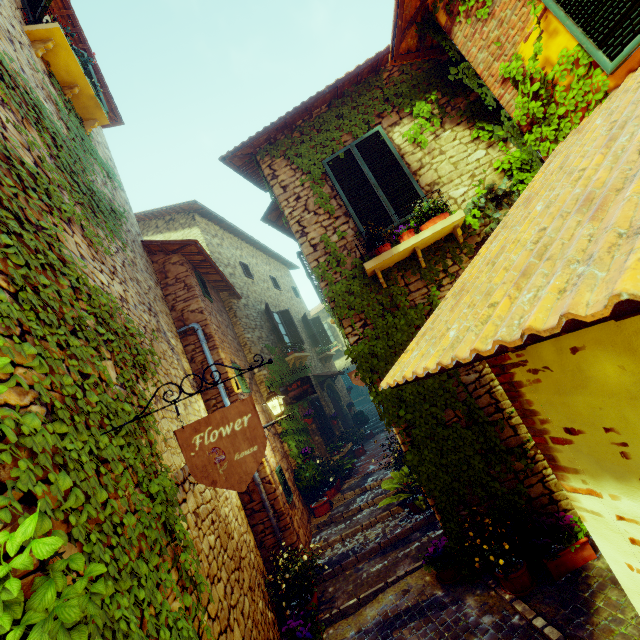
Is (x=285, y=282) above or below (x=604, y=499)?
above

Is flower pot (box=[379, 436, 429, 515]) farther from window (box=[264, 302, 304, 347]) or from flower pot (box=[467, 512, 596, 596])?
window (box=[264, 302, 304, 347])

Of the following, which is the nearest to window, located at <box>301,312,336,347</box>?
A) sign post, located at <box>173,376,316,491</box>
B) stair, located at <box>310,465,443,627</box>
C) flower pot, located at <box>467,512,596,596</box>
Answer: sign post, located at <box>173,376,316,491</box>

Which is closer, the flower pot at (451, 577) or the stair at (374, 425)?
the flower pot at (451, 577)

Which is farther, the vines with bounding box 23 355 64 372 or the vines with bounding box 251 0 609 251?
the vines with bounding box 251 0 609 251

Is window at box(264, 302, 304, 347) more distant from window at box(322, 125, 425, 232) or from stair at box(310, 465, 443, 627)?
window at box(322, 125, 425, 232)

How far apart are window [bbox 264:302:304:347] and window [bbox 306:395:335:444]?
2.1m

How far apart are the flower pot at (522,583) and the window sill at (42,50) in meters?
9.0 m
